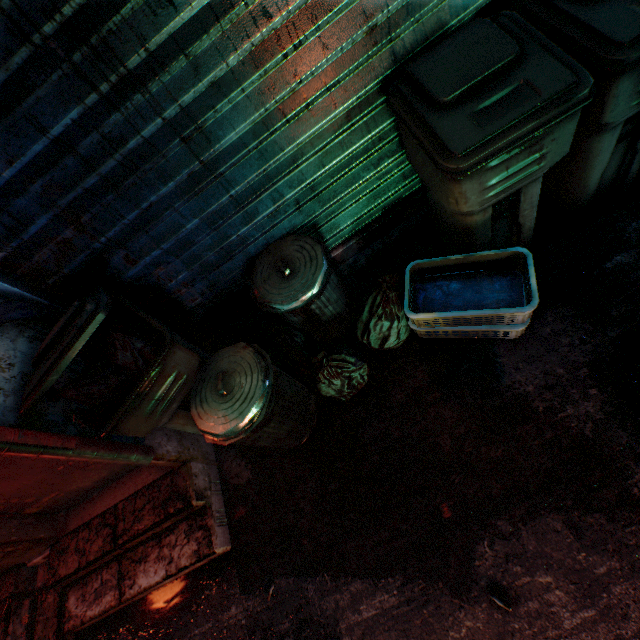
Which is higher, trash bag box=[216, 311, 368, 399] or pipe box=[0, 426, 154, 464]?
pipe box=[0, 426, 154, 464]

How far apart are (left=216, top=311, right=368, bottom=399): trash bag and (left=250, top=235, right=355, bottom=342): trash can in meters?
0.1 m

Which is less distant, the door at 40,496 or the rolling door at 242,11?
the rolling door at 242,11

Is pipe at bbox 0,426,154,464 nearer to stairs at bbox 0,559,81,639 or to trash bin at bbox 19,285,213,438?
trash bin at bbox 19,285,213,438

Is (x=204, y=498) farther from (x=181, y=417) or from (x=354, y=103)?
(x=354, y=103)

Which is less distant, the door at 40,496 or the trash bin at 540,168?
the trash bin at 540,168

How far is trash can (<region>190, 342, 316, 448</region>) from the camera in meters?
1.5
